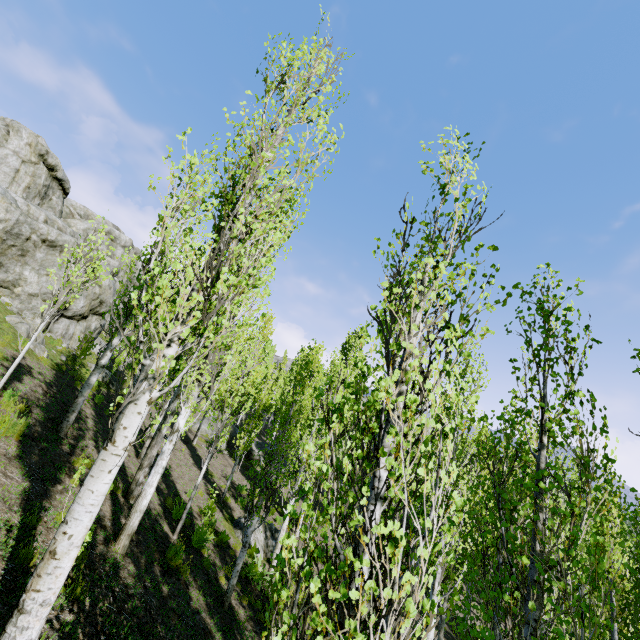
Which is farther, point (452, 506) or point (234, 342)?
point (234, 342)

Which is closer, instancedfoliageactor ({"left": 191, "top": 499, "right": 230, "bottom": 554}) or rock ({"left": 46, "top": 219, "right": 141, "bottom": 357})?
instancedfoliageactor ({"left": 191, "top": 499, "right": 230, "bottom": 554})

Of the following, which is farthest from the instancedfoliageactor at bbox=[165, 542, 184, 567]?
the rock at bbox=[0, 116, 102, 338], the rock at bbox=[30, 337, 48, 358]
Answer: the rock at bbox=[30, 337, 48, 358]

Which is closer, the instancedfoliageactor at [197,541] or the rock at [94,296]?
the instancedfoliageactor at [197,541]

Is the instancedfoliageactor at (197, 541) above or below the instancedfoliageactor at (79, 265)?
below

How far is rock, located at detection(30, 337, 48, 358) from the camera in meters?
13.2 m

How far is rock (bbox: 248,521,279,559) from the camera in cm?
1344
